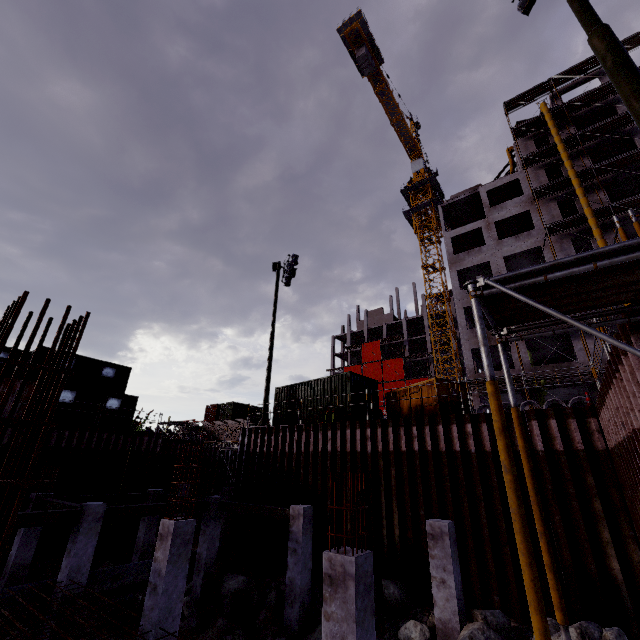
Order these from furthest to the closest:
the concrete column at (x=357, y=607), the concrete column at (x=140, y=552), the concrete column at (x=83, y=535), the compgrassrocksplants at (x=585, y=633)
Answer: the concrete column at (x=140, y=552) → the concrete column at (x=83, y=535) → the compgrassrocksplants at (x=585, y=633) → the concrete column at (x=357, y=607)

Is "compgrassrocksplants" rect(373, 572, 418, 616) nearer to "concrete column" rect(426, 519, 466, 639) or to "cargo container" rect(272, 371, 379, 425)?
"concrete column" rect(426, 519, 466, 639)

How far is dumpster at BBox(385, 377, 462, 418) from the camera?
13.3m

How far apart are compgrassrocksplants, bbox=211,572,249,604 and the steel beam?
2.2m

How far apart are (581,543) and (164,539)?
11.06m

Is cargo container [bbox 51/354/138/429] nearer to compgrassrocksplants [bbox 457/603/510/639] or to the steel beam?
the steel beam

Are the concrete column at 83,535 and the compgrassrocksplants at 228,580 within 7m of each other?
yes

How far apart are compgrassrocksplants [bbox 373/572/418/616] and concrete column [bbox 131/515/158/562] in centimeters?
1085cm
